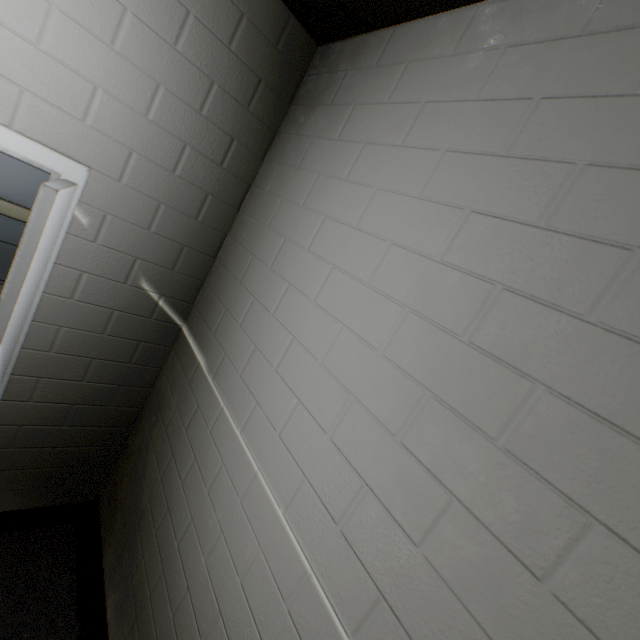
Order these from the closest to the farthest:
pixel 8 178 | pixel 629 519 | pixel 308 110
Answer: pixel 629 519 < pixel 308 110 < pixel 8 178

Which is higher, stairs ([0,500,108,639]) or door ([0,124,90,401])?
door ([0,124,90,401])

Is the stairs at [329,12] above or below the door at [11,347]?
above

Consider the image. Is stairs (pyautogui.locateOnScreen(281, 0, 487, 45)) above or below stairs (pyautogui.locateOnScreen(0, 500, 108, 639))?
above
